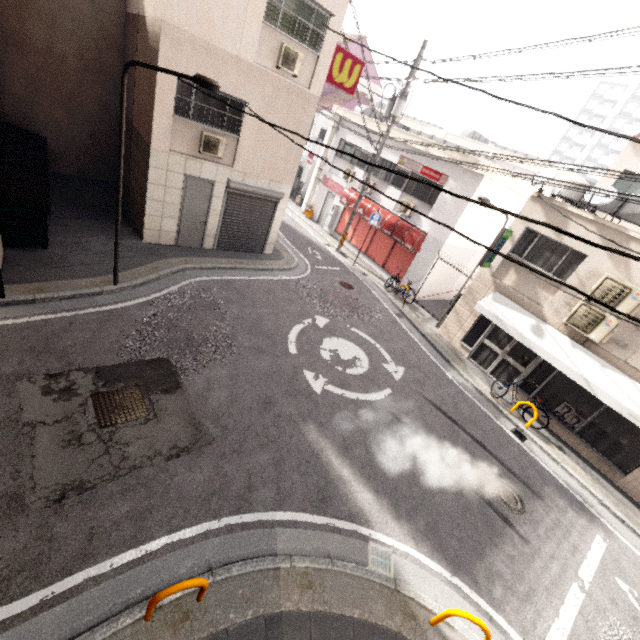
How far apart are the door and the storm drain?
10.6 meters

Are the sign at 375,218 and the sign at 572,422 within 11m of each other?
yes

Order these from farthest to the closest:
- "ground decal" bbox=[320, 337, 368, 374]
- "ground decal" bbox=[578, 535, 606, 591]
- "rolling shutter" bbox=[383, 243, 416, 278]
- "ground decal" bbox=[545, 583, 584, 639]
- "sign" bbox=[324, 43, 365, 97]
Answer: "rolling shutter" bbox=[383, 243, 416, 278] → "sign" bbox=[324, 43, 365, 97] → "ground decal" bbox=[320, 337, 368, 374] → "ground decal" bbox=[578, 535, 606, 591] → "ground decal" bbox=[545, 583, 584, 639]

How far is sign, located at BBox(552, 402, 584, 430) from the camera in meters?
10.0

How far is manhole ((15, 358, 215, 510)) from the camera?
4.73m

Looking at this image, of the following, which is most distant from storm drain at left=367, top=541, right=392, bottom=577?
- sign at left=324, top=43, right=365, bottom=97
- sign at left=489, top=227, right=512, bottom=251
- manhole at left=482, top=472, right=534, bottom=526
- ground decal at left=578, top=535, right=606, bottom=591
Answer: sign at left=324, top=43, right=365, bottom=97

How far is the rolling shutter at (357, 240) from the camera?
17.70m

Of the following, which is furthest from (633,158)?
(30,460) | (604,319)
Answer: (30,460)
